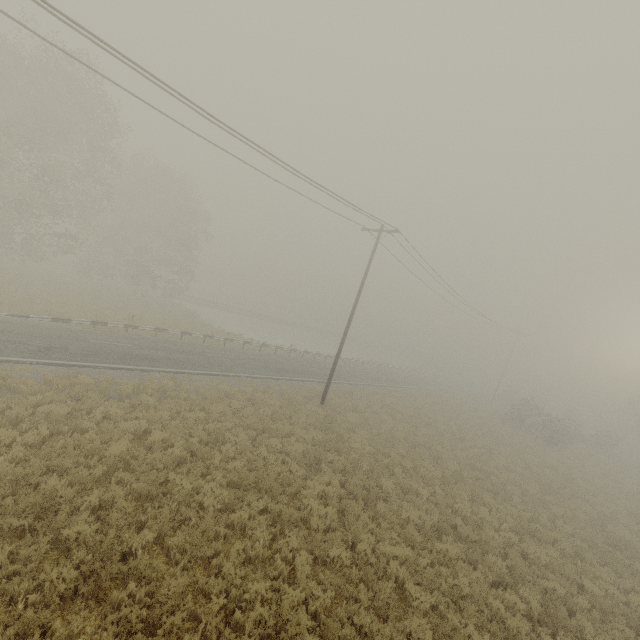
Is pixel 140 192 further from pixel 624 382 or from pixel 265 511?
pixel 624 382
